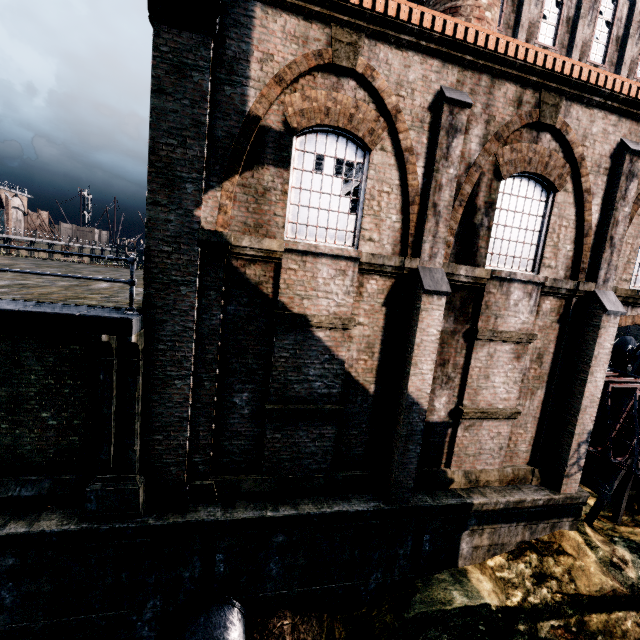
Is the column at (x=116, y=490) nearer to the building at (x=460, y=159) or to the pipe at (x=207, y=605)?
the building at (x=460, y=159)

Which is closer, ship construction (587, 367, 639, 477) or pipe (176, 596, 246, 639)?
pipe (176, 596, 246, 639)

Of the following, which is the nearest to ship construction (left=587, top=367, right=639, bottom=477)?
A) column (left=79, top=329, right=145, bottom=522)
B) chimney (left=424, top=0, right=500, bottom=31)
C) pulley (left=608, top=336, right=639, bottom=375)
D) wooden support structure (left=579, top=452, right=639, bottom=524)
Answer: wooden support structure (left=579, top=452, right=639, bottom=524)

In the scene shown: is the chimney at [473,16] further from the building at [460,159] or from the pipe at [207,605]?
the pipe at [207,605]

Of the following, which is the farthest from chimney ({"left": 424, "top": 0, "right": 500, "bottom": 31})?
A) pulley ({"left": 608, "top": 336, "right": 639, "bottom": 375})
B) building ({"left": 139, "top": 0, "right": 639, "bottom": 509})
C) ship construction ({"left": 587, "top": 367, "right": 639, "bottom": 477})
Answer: pulley ({"left": 608, "top": 336, "right": 639, "bottom": 375})

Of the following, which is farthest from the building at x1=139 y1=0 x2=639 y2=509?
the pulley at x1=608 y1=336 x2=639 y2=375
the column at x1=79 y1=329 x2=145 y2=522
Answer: the pulley at x1=608 y1=336 x2=639 y2=375

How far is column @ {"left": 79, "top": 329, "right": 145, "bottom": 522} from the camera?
7.2 meters

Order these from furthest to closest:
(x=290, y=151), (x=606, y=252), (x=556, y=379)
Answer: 1. (x=556, y=379)
2. (x=606, y=252)
3. (x=290, y=151)
